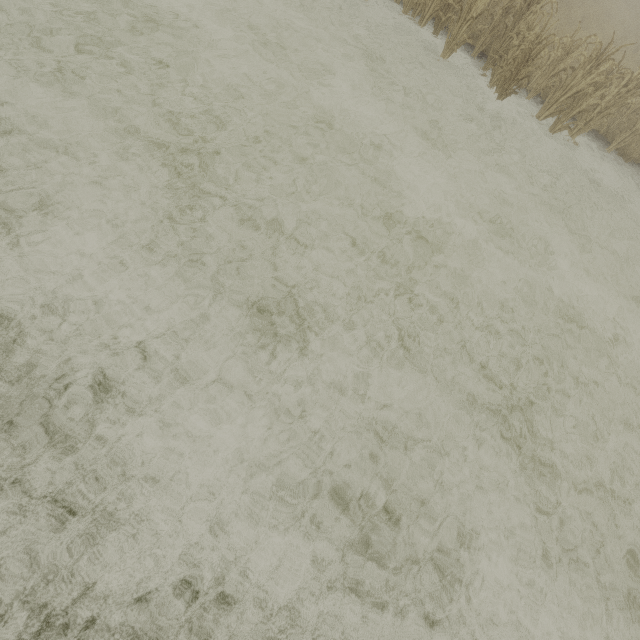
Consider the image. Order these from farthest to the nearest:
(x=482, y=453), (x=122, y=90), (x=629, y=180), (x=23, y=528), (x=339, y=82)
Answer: (x=629, y=180)
(x=339, y=82)
(x=122, y=90)
(x=482, y=453)
(x=23, y=528)
